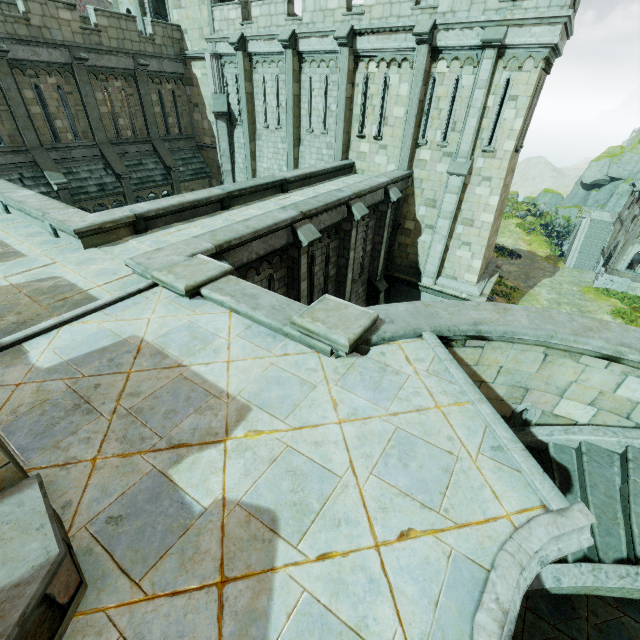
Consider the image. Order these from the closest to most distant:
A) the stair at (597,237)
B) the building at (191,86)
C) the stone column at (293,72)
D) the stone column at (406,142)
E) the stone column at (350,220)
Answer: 1. the stone column at (350,220)
2. the stone column at (406,142)
3. the building at (191,86)
4. the stone column at (293,72)
5. the stair at (597,237)

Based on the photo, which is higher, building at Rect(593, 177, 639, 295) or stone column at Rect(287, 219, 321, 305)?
stone column at Rect(287, 219, 321, 305)

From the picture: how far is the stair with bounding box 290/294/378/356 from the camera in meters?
4.3 m

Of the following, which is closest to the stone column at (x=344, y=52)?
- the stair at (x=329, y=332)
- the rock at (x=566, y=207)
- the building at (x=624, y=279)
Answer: the stair at (x=329, y=332)

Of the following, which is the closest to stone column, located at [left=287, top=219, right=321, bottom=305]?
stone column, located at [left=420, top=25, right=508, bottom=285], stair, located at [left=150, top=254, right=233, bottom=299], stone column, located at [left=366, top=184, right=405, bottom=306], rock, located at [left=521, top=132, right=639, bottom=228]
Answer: stair, located at [left=150, top=254, right=233, bottom=299]

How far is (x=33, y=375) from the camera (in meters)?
4.01

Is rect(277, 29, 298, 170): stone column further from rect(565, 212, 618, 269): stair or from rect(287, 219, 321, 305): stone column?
rect(565, 212, 618, 269): stair

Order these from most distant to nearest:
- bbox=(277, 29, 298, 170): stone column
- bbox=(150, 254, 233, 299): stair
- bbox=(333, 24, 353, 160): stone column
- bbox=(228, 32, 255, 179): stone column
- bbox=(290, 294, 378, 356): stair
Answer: bbox=(228, 32, 255, 179): stone column < bbox=(277, 29, 298, 170): stone column < bbox=(333, 24, 353, 160): stone column < bbox=(150, 254, 233, 299): stair < bbox=(290, 294, 378, 356): stair
